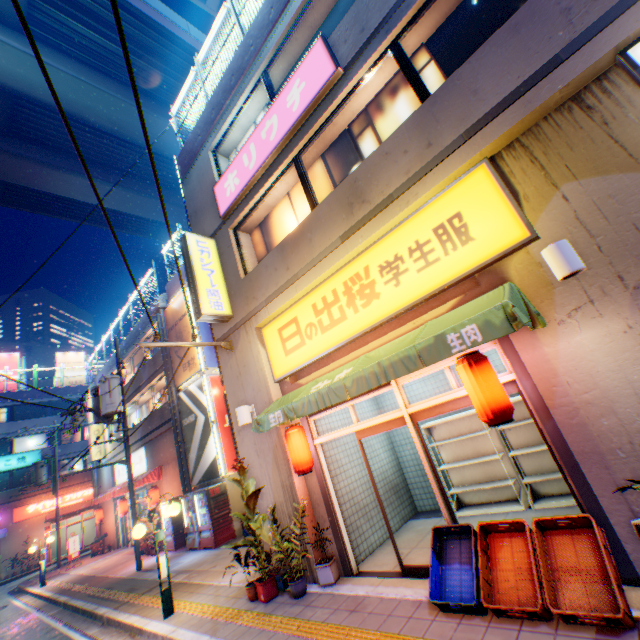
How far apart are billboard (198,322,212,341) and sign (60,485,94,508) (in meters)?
28.63

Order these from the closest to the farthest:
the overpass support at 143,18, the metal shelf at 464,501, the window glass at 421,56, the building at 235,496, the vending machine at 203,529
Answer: the window glass at 421,56 < the metal shelf at 464,501 < the vending machine at 203,529 < the building at 235,496 < the overpass support at 143,18

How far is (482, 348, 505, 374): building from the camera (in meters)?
7.18

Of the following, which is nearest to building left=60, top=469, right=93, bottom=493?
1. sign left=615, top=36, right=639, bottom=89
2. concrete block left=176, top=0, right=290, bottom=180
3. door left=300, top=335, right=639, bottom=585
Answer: concrete block left=176, top=0, right=290, bottom=180

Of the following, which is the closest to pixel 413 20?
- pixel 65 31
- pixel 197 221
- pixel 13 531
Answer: pixel 197 221

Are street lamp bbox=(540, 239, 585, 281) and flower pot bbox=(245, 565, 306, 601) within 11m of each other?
yes

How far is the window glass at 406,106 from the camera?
6.02m

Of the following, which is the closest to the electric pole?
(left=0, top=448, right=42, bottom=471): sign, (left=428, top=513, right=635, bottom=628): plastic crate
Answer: (left=428, top=513, right=635, bottom=628): plastic crate
